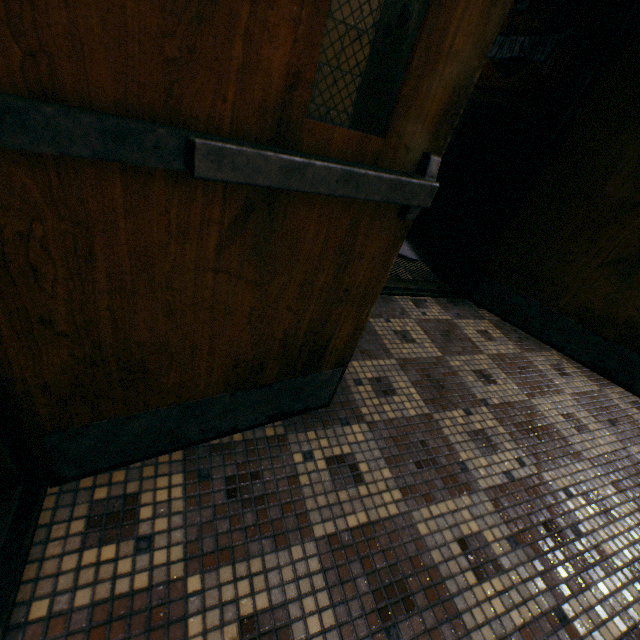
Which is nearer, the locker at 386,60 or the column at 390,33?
the locker at 386,60

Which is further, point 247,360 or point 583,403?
point 583,403

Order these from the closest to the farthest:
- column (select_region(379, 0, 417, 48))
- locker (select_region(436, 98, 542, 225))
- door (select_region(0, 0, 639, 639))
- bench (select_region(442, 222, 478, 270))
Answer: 1. door (select_region(0, 0, 639, 639))
2. bench (select_region(442, 222, 478, 270))
3. column (select_region(379, 0, 417, 48))
4. locker (select_region(436, 98, 542, 225))

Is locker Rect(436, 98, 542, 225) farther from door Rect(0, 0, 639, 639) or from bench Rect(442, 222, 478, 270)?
door Rect(0, 0, 639, 639)

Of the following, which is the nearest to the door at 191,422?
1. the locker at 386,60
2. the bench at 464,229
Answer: the bench at 464,229

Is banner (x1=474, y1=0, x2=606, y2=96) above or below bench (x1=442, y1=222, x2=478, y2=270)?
above

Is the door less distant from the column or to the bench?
the bench

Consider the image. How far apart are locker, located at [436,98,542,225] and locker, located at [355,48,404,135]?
1.6m
